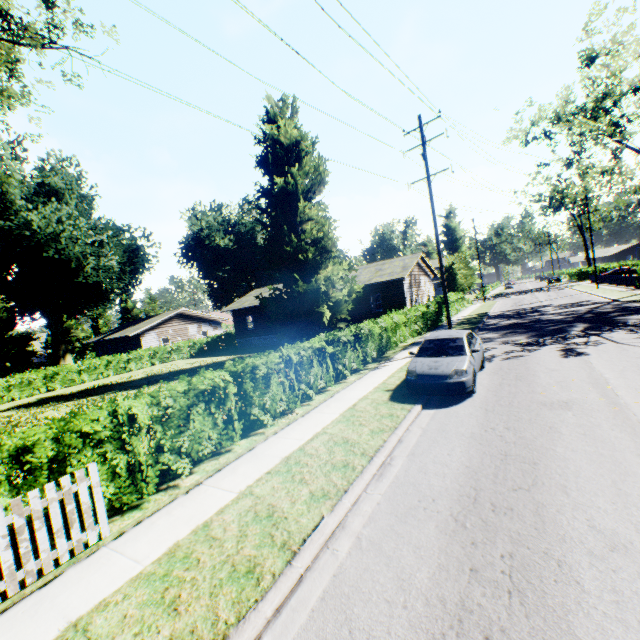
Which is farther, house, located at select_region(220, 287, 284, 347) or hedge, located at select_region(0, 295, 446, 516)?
house, located at select_region(220, 287, 284, 347)

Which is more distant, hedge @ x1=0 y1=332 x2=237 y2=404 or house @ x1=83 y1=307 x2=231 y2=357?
house @ x1=83 y1=307 x2=231 y2=357

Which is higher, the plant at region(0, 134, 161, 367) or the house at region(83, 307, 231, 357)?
the plant at region(0, 134, 161, 367)

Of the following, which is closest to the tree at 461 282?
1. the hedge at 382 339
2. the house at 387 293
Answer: the house at 387 293

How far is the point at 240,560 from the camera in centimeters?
428cm

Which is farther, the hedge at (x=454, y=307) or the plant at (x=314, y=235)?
the hedge at (x=454, y=307)

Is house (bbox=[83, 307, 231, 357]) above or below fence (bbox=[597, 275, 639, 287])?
above

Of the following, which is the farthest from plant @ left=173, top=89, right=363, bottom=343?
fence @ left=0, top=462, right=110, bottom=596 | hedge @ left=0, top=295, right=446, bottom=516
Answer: hedge @ left=0, top=295, right=446, bottom=516
